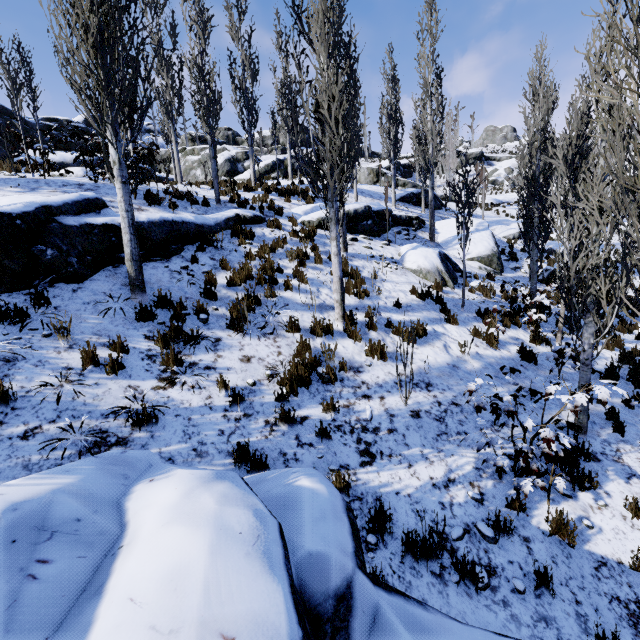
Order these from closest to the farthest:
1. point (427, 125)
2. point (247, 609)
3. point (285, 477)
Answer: point (247, 609)
point (285, 477)
point (427, 125)

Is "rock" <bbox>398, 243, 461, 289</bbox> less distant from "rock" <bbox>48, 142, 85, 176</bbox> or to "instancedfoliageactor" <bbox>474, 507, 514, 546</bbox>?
"instancedfoliageactor" <bbox>474, 507, 514, 546</bbox>

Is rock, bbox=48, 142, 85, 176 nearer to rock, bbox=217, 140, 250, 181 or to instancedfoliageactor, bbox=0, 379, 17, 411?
rock, bbox=217, 140, 250, 181

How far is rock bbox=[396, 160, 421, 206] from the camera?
21.62m

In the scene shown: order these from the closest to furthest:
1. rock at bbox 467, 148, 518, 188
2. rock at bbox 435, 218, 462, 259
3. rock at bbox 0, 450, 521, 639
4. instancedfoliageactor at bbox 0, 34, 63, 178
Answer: rock at bbox 0, 450, 521, 639 → instancedfoliageactor at bbox 0, 34, 63, 178 → rock at bbox 435, 218, 462, 259 → rock at bbox 467, 148, 518, 188

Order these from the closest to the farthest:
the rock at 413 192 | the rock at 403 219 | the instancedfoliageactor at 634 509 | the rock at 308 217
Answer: the instancedfoliageactor at 634 509 → the rock at 308 217 → the rock at 403 219 → the rock at 413 192

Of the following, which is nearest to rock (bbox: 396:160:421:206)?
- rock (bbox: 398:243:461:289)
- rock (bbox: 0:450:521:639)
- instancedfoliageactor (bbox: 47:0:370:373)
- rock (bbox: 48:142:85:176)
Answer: instancedfoliageactor (bbox: 47:0:370:373)

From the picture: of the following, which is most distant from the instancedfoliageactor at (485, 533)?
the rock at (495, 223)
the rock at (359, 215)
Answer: the rock at (495, 223)
